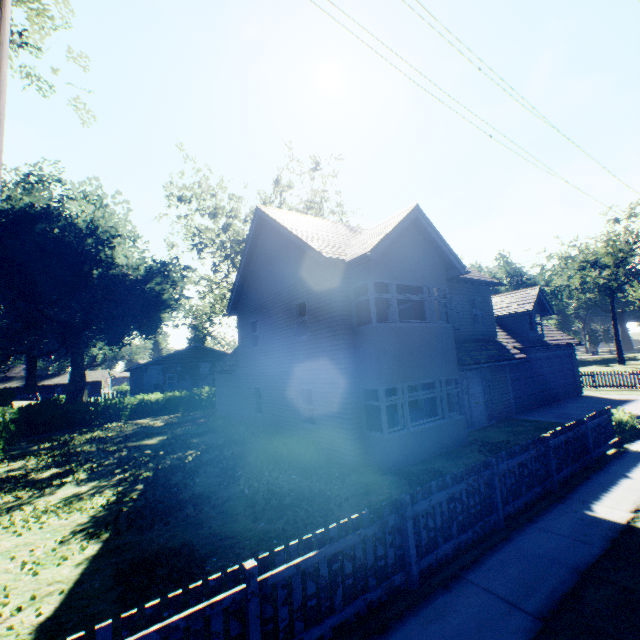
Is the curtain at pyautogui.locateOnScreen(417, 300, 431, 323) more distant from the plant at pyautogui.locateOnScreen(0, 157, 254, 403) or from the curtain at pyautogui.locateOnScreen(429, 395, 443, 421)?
the plant at pyautogui.locateOnScreen(0, 157, 254, 403)

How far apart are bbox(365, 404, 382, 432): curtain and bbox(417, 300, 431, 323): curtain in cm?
298

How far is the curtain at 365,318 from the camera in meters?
11.0

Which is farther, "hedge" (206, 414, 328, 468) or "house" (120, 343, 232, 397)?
"house" (120, 343, 232, 397)

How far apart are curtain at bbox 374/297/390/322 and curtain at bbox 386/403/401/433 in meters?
2.2 m

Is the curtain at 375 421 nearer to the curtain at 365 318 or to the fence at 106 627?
the curtain at 365 318

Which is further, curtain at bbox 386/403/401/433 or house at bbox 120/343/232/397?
house at bbox 120/343/232/397

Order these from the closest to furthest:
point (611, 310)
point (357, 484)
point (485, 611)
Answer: point (485, 611) < point (357, 484) < point (611, 310)
